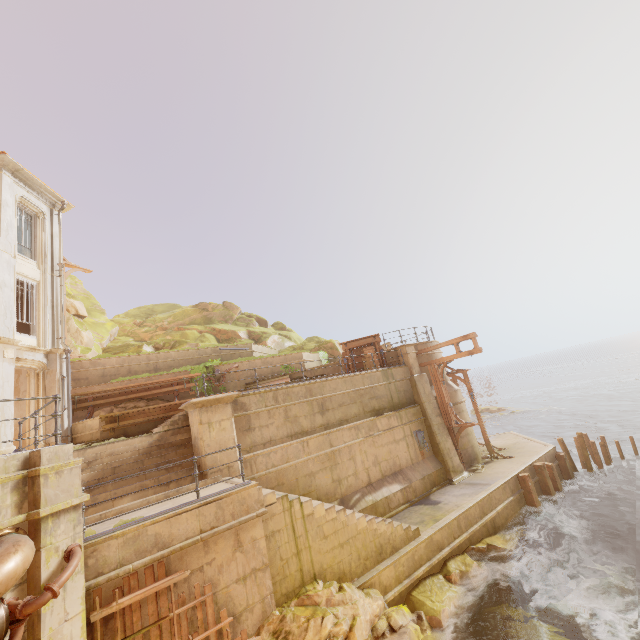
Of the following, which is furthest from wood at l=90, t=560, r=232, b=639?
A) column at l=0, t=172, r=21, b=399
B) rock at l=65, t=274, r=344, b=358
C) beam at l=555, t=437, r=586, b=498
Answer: rock at l=65, t=274, r=344, b=358

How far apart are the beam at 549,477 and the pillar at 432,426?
2.85m

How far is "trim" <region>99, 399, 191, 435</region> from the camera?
14.0 meters

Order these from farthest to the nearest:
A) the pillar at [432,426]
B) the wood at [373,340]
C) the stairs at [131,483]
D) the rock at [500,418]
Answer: the rock at [500,418], the wood at [373,340], the pillar at [432,426], the stairs at [131,483]

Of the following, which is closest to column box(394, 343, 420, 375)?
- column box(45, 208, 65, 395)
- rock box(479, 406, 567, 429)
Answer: column box(45, 208, 65, 395)

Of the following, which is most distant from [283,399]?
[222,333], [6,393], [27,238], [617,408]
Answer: [617,408]

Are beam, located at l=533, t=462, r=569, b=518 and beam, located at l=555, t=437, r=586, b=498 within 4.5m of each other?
yes

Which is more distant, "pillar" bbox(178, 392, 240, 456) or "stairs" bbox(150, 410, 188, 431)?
"stairs" bbox(150, 410, 188, 431)
